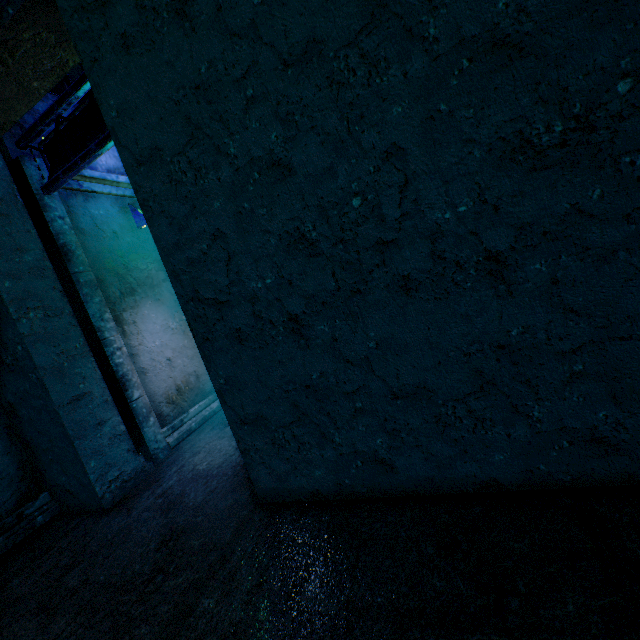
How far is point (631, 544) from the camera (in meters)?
1.06

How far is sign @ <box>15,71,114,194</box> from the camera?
2.5 meters

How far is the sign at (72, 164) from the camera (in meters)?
2.46
